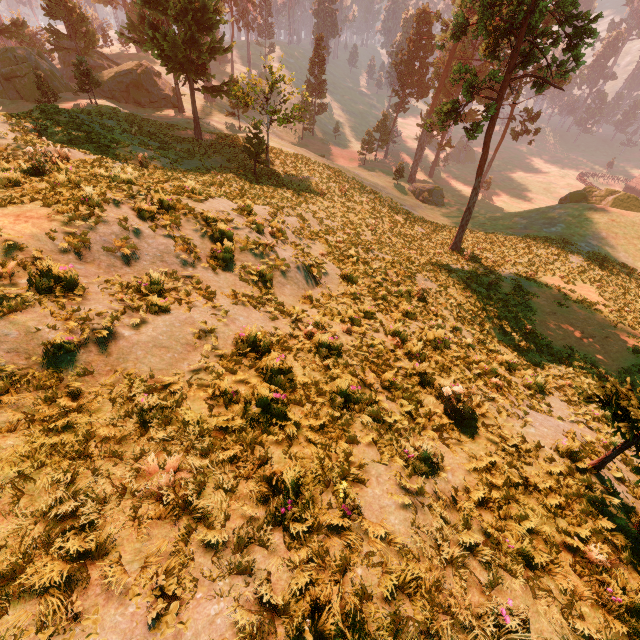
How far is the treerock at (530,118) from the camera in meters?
45.8 m

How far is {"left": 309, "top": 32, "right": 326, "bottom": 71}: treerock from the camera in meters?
57.1 m

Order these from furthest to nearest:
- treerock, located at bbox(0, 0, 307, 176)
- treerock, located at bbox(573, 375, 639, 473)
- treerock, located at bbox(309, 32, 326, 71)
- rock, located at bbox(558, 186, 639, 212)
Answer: treerock, located at bbox(309, 32, 326, 71), rock, located at bbox(558, 186, 639, 212), treerock, located at bbox(0, 0, 307, 176), treerock, located at bbox(573, 375, 639, 473)

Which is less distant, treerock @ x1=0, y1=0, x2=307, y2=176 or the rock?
treerock @ x1=0, y1=0, x2=307, y2=176

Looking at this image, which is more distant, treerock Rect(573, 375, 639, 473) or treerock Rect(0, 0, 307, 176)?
treerock Rect(0, 0, 307, 176)

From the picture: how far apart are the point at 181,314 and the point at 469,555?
5.8 meters
